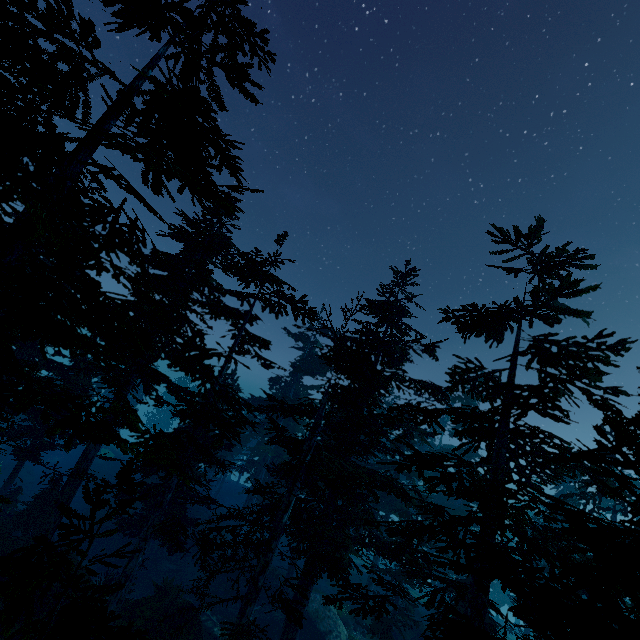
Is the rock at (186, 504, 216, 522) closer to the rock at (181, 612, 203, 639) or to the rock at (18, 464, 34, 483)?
the rock at (181, 612, 203, 639)

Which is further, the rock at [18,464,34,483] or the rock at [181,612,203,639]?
the rock at [18,464,34,483]

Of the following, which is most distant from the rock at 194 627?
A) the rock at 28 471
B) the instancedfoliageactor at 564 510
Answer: the rock at 28 471

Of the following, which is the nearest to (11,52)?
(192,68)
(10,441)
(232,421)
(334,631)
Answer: (192,68)

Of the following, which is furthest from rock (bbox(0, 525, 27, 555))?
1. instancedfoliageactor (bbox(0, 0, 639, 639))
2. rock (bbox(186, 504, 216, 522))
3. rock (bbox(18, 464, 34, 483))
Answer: rock (bbox(18, 464, 34, 483))

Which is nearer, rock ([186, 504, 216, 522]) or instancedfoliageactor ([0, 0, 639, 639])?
instancedfoliageactor ([0, 0, 639, 639])

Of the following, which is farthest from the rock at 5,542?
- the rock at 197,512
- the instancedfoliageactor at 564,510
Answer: the rock at 197,512

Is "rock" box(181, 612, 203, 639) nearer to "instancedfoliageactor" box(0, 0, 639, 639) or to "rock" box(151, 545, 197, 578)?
"instancedfoliageactor" box(0, 0, 639, 639)
